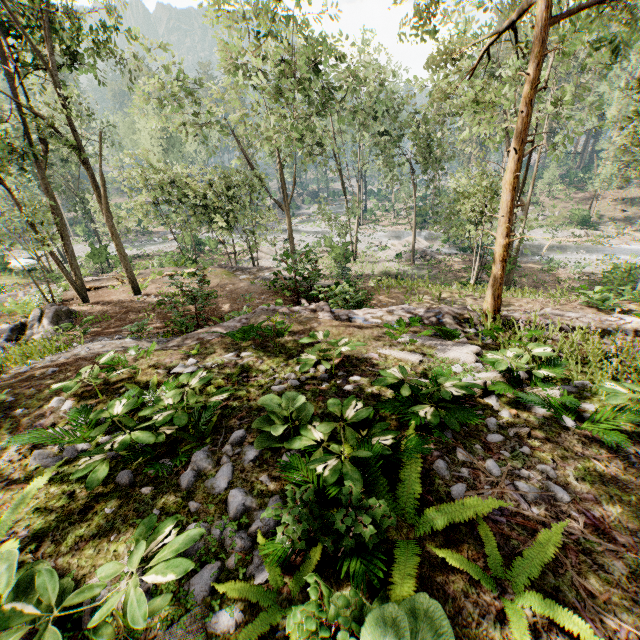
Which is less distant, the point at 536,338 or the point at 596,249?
the point at 536,338

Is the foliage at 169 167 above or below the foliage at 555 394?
above

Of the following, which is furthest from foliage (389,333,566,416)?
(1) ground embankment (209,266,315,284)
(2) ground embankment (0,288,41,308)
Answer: (1) ground embankment (209,266,315,284)

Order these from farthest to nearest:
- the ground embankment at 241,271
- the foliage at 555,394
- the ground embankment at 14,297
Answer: the ground embankment at 14,297
the ground embankment at 241,271
the foliage at 555,394

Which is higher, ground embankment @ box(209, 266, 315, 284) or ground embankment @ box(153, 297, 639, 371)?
ground embankment @ box(153, 297, 639, 371)

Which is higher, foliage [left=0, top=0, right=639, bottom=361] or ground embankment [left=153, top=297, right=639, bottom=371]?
foliage [left=0, top=0, right=639, bottom=361]

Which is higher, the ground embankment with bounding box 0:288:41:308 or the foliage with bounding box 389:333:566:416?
the foliage with bounding box 389:333:566:416
